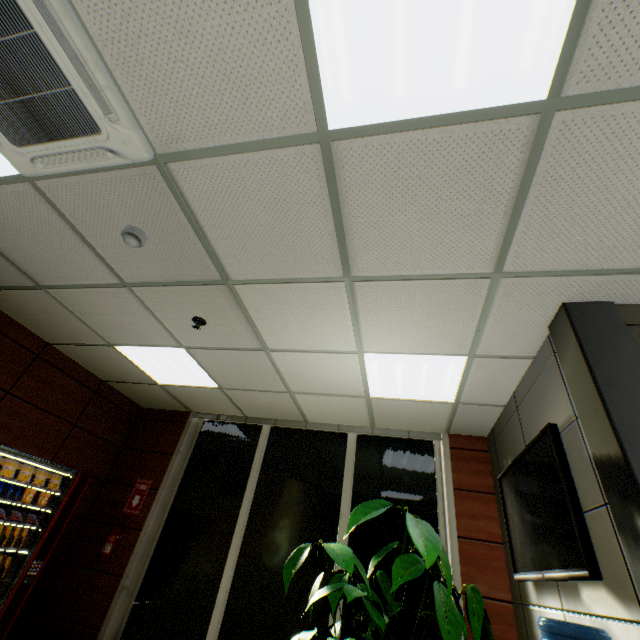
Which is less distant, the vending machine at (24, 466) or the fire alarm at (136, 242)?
the fire alarm at (136, 242)

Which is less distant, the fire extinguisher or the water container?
the water container

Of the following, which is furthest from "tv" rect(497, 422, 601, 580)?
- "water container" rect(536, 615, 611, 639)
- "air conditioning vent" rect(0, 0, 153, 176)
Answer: "air conditioning vent" rect(0, 0, 153, 176)

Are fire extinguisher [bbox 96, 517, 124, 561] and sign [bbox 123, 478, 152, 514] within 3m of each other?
yes

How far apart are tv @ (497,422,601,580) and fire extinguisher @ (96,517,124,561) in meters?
4.7

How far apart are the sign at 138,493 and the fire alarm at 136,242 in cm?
396

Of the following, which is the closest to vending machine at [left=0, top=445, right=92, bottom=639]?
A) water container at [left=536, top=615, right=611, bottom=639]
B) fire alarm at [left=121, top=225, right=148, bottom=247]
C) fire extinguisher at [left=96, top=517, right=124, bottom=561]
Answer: fire extinguisher at [left=96, top=517, right=124, bottom=561]

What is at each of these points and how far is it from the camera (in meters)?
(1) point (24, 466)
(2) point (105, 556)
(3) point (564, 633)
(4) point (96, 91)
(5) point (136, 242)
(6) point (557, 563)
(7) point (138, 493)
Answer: (1) vending machine, 3.23
(2) fire extinguisher, 4.10
(3) water container, 1.56
(4) air conditioning vent, 1.57
(5) fire alarm, 2.30
(6) tv, 2.12
(7) sign, 4.70
